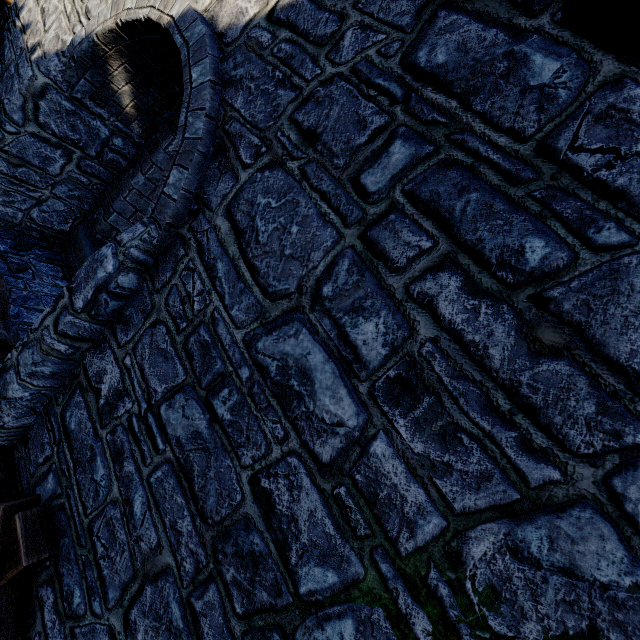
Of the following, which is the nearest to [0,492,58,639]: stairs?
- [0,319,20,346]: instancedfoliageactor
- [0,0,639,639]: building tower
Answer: [0,0,639,639]: building tower

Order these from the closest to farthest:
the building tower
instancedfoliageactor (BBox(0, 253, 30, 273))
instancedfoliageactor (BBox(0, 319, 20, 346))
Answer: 1. the building tower
2. instancedfoliageactor (BBox(0, 319, 20, 346))
3. instancedfoliageactor (BBox(0, 253, 30, 273))

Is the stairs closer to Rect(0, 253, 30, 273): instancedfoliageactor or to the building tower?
the building tower

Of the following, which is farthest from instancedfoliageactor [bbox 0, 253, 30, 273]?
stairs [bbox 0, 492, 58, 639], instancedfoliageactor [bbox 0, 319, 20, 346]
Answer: stairs [bbox 0, 492, 58, 639]

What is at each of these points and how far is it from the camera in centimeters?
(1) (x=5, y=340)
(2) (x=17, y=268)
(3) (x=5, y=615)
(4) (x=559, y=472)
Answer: (1) instancedfoliageactor, 347cm
(2) instancedfoliageactor, 430cm
(3) stairs, 236cm
(4) building tower, 124cm

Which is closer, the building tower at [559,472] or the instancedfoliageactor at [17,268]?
the building tower at [559,472]

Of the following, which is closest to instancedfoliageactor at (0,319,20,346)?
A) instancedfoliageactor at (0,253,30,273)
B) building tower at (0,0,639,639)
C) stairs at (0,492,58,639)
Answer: building tower at (0,0,639,639)

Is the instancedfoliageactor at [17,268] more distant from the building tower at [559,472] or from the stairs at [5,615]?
the stairs at [5,615]
